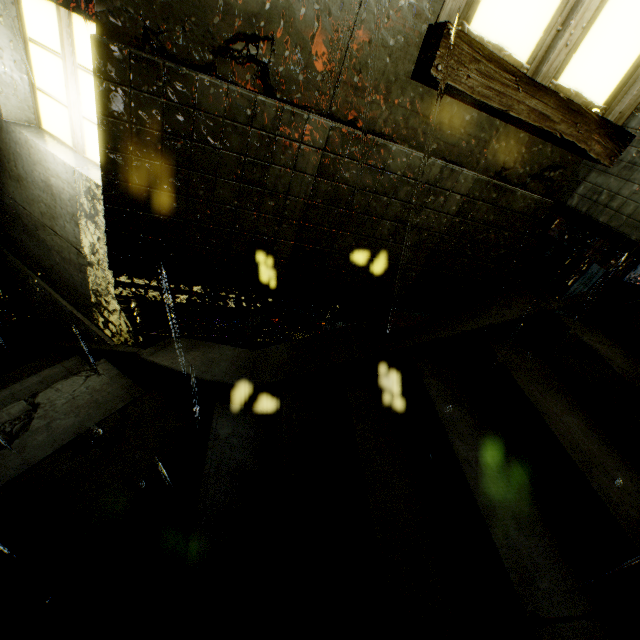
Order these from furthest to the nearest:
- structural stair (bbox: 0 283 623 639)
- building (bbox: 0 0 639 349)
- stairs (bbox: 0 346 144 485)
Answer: stairs (bbox: 0 346 144 485) < structural stair (bbox: 0 283 623 639) < building (bbox: 0 0 639 349)

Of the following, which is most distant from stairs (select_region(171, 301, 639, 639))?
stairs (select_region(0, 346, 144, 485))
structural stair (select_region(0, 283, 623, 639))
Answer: stairs (select_region(0, 346, 144, 485))

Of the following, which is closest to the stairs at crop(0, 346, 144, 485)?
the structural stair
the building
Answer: the structural stair

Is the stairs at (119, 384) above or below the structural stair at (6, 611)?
below

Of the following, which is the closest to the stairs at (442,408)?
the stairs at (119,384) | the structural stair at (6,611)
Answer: the structural stair at (6,611)

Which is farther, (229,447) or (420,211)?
(229,447)

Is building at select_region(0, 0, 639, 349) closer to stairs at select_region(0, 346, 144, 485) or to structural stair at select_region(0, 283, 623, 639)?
structural stair at select_region(0, 283, 623, 639)

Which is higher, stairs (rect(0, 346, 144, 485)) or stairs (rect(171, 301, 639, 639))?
stairs (rect(171, 301, 639, 639))
